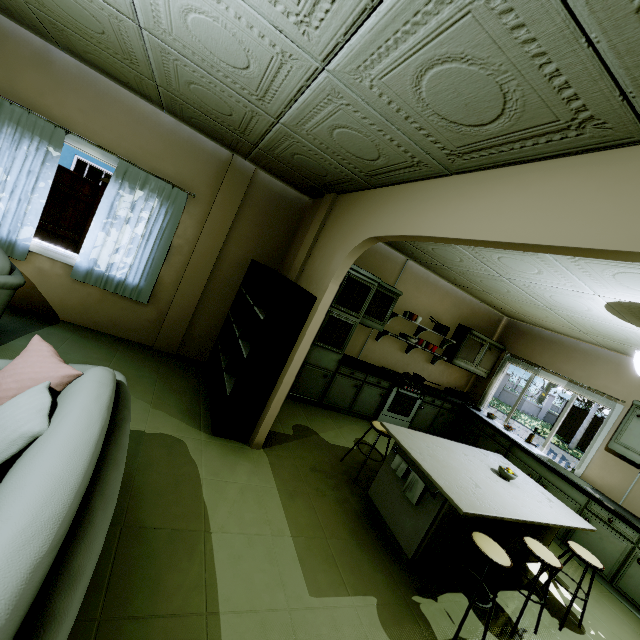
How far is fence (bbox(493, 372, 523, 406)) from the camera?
27.91m

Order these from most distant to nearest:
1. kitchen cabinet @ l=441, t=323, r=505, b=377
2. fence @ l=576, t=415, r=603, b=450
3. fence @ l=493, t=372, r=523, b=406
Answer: fence @ l=493, t=372, r=523, b=406 < fence @ l=576, t=415, r=603, b=450 < kitchen cabinet @ l=441, t=323, r=505, b=377

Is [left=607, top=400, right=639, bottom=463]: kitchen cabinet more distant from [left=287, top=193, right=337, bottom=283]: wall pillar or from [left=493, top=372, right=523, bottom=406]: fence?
[left=493, top=372, right=523, bottom=406]: fence

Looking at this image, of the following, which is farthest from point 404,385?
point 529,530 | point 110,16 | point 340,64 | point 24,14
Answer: point 24,14

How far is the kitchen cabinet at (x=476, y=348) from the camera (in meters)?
6.12

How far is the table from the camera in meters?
2.6 m

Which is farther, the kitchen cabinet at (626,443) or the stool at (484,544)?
the kitchen cabinet at (626,443)
